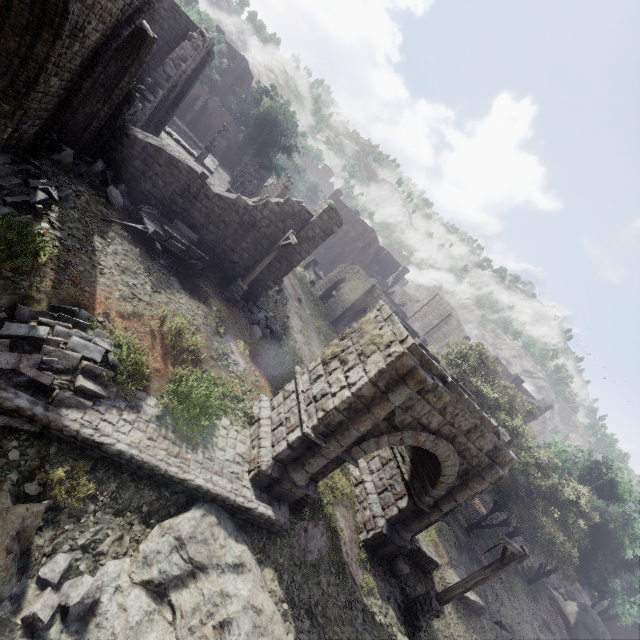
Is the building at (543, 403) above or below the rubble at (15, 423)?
above

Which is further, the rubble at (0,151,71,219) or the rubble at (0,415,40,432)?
the rubble at (0,151,71,219)

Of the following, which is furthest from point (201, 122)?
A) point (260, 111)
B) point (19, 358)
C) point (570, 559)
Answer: point (570, 559)

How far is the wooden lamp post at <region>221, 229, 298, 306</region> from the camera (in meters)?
15.04

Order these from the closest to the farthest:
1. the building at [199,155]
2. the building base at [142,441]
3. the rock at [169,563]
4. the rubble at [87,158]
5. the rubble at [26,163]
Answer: the rock at [169,563] → the building base at [142,441] → the rubble at [26,163] → the rubble at [87,158] → the building at [199,155]

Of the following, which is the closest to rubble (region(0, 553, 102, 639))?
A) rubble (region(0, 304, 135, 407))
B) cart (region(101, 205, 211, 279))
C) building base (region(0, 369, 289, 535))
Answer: building base (region(0, 369, 289, 535))

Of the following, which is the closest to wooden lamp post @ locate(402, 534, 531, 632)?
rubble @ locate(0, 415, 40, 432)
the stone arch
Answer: the stone arch

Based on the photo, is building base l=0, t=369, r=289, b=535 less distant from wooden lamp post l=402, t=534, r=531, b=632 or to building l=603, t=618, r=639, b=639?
wooden lamp post l=402, t=534, r=531, b=632
